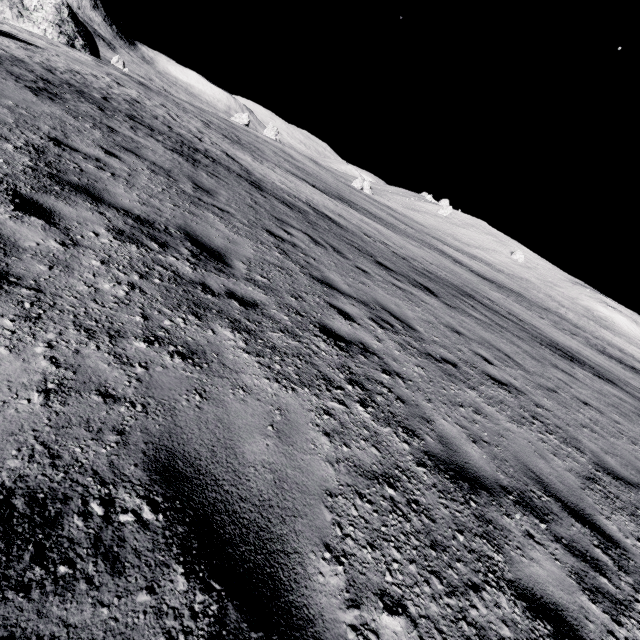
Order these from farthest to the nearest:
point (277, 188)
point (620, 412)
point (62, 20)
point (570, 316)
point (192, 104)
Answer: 1. point (570, 316)
2. point (192, 104)
3. point (62, 20)
4. point (277, 188)
5. point (620, 412)
